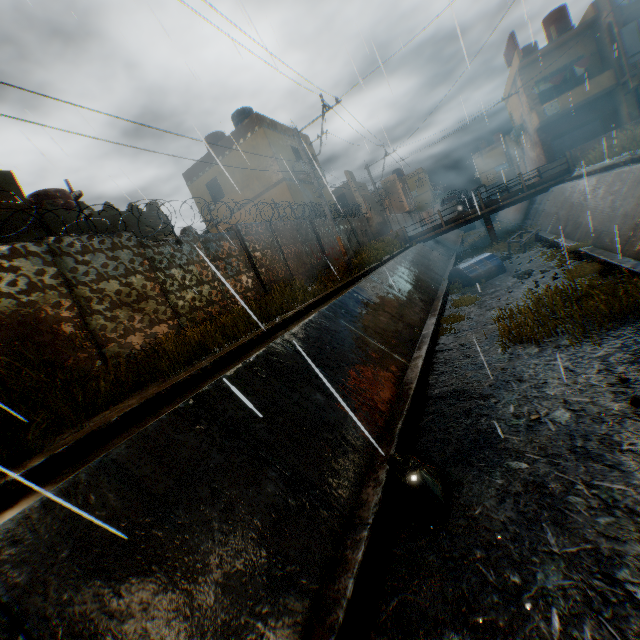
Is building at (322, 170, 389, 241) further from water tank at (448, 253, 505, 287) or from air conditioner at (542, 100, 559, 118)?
water tank at (448, 253, 505, 287)

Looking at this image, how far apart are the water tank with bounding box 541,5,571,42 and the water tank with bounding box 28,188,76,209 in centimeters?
3544cm

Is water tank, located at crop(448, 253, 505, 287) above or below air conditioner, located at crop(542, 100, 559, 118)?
below

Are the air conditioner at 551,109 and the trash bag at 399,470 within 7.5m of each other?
no

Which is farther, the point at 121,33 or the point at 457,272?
the point at 457,272

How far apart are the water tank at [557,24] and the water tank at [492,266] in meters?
24.1 m

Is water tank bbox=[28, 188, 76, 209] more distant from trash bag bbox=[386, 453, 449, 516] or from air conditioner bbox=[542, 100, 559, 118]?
air conditioner bbox=[542, 100, 559, 118]

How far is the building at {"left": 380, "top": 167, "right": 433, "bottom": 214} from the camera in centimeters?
4188cm
